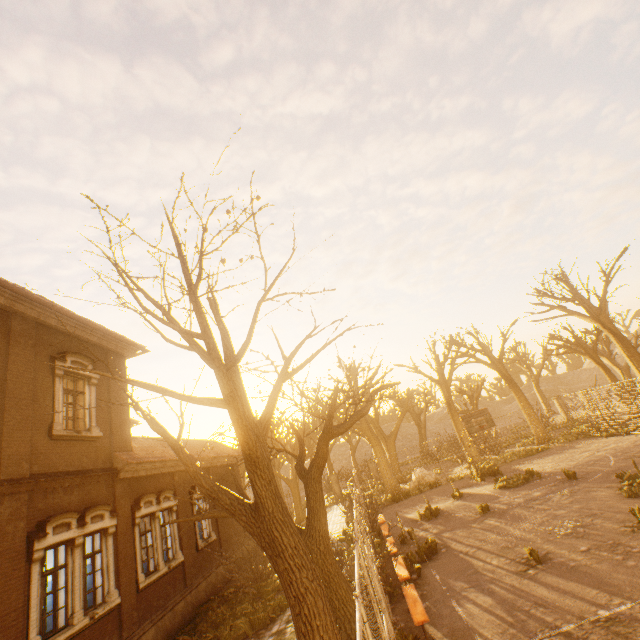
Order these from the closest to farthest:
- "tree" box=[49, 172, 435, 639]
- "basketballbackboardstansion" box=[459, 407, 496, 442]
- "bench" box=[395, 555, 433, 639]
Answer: "tree" box=[49, 172, 435, 639]
"bench" box=[395, 555, 433, 639]
"basketballbackboardstansion" box=[459, 407, 496, 442]

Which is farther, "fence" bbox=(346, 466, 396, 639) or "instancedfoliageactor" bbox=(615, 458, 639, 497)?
"instancedfoliageactor" bbox=(615, 458, 639, 497)

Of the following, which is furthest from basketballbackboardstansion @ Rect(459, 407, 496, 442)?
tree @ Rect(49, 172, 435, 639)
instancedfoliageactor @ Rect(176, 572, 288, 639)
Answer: instancedfoliageactor @ Rect(176, 572, 288, 639)

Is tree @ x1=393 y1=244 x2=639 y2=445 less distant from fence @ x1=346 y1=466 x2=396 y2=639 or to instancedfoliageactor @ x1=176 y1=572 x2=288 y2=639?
fence @ x1=346 y1=466 x2=396 y2=639

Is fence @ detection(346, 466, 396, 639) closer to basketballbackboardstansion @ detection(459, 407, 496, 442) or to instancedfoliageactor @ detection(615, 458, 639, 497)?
basketballbackboardstansion @ detection(459, 407, 496, 442)

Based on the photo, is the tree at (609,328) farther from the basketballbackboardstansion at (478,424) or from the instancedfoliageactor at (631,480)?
the instancedfoliageactor at (631,480)

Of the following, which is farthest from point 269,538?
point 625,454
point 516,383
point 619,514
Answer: point 516,383

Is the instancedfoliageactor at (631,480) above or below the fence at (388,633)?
below
